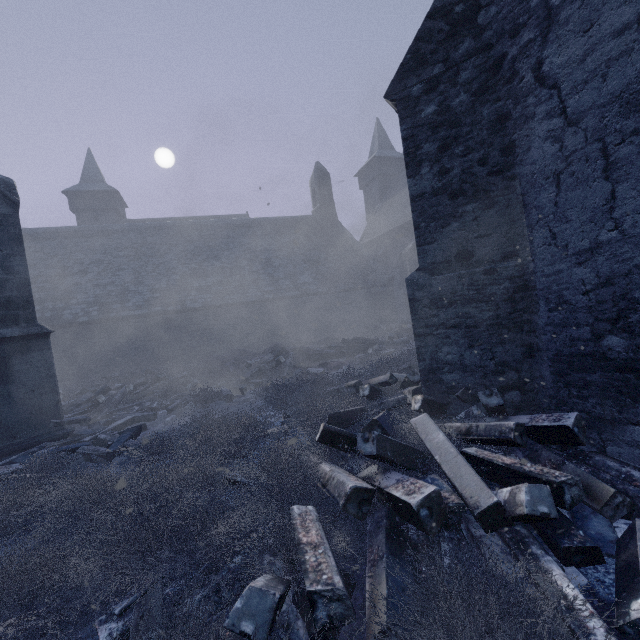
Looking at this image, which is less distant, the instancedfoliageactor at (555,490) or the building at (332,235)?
the instancedfoliageactor at (555,490)

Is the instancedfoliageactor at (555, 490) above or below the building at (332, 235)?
below

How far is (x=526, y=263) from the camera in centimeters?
370cm

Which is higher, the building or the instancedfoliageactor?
the building

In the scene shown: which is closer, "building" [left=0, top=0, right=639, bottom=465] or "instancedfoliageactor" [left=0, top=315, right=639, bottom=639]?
"instancedfoliageactor" [left=0, top=315, right=639, bottom=639]
